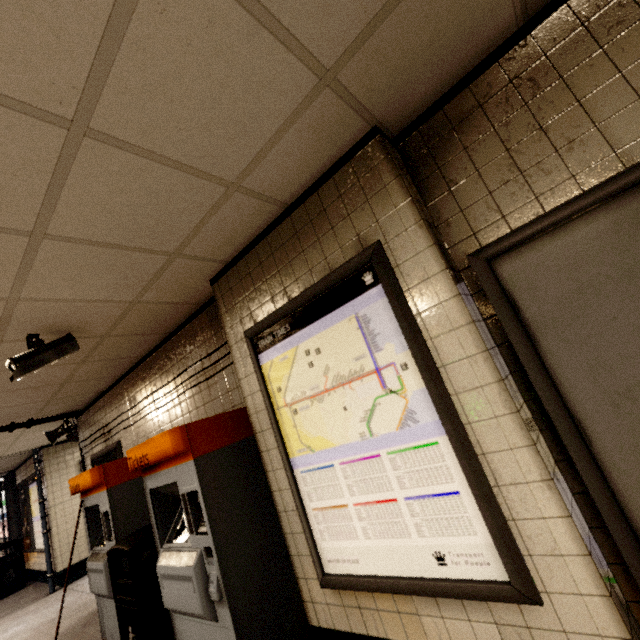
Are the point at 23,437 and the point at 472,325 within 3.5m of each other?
no

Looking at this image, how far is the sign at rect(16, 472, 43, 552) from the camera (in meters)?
7.62

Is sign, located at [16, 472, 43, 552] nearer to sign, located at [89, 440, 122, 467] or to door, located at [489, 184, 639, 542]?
sign, located at [89, 440, 122, 467]

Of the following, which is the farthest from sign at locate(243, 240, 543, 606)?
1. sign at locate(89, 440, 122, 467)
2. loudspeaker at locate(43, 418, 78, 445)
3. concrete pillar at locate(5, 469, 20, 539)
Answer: concrete pillar at locate(5, 469, 20, 539)

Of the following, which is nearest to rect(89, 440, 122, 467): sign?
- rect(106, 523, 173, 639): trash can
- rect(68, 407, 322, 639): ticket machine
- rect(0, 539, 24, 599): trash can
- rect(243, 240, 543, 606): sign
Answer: rect(106, 523, 173, 639): trash can

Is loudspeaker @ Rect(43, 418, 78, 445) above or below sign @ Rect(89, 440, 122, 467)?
above

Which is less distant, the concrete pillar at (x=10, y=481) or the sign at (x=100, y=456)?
the sign at (x=100, y=456)

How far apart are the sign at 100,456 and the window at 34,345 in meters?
2.3
